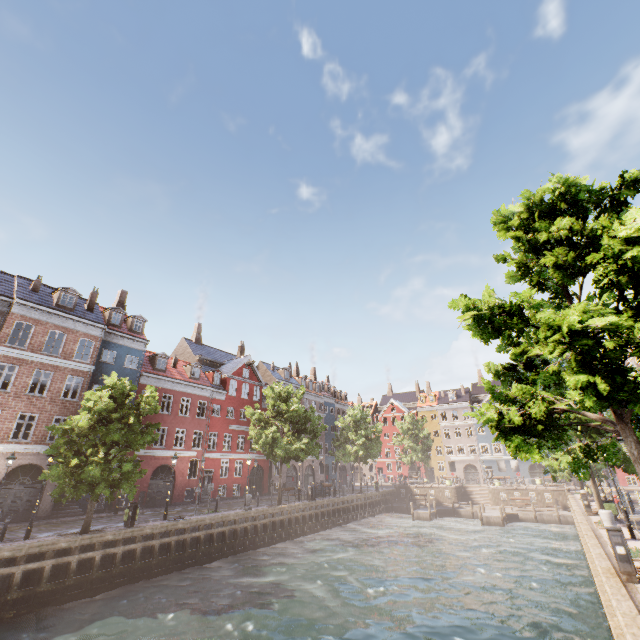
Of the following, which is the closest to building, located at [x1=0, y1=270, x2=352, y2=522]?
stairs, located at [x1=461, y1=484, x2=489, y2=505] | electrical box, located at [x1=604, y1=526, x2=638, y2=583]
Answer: stairs, located at [x1=461, y1=484, x2=489, y2=505]

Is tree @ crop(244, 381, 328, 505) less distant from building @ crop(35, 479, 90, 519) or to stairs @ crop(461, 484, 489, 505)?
building @ crop(35, 479, 90, 519)

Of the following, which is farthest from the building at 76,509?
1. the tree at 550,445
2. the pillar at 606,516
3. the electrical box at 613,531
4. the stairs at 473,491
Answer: the pillar at 606,516

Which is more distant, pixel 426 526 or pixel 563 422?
pixel 426 526

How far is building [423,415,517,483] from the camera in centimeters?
5412cm

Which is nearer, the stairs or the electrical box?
the electrical box

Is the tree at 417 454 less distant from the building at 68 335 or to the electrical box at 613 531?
the electrical box at 613 531
